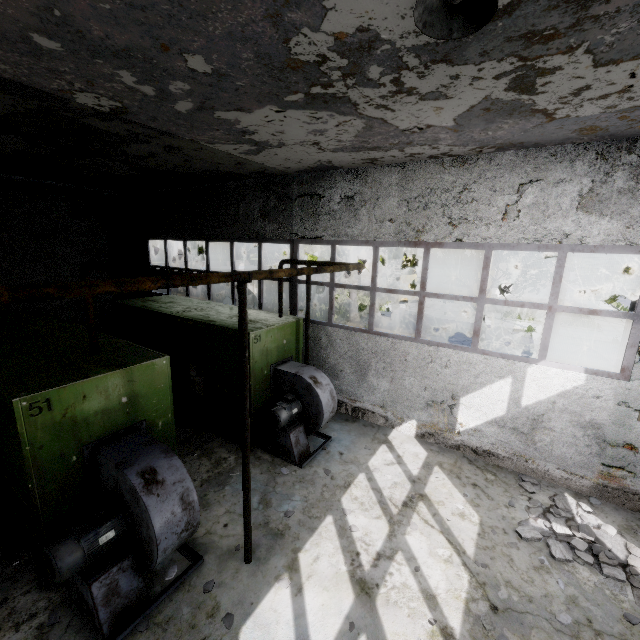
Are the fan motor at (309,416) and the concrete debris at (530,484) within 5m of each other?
yes

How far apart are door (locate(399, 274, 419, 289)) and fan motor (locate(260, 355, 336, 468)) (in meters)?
22.22

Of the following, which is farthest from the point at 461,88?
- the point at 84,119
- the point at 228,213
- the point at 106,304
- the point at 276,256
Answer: the point at 276,256

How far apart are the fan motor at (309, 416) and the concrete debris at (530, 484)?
3.98m

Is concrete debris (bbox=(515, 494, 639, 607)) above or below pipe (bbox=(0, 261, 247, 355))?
below

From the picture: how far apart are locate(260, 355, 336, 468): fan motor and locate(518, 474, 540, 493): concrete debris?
3.98m

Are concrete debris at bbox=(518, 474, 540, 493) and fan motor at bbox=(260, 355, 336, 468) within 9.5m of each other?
yes

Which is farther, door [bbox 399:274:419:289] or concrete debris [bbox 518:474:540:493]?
door [bbox 399:274:419:289]
